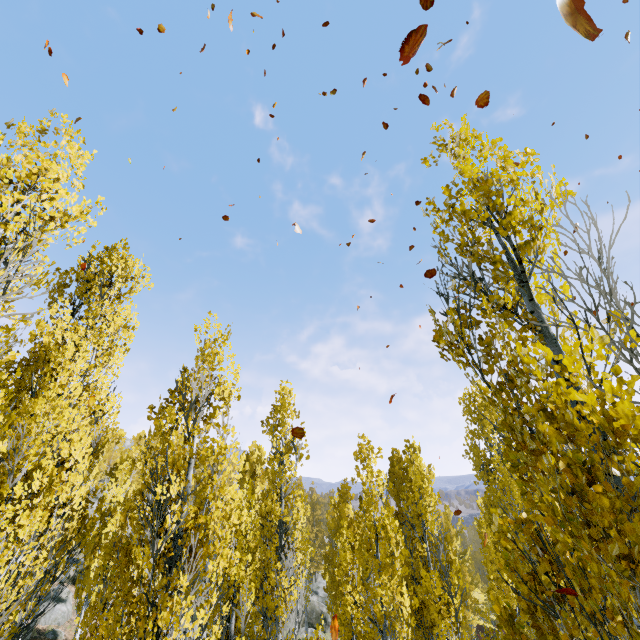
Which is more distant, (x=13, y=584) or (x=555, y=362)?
(x=13, y=584)

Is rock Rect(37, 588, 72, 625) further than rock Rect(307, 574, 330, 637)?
No

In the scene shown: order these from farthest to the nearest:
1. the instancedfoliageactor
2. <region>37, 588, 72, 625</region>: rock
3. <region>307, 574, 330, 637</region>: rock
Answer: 1. <region>307, 574, 330, 637</region>: rock
2. <region>37, 588, 72, 625</region>: rock
3. the instancedfoliageactor

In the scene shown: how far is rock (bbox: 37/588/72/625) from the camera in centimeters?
2206cm

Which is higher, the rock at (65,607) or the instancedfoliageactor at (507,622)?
the instancedfoliageactor at (507,622)

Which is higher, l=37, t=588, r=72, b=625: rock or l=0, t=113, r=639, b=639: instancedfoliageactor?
l=0, t=113, r=639, b=639: instancedfoliageactor

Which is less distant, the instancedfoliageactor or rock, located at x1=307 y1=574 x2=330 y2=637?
the instancedfoliageactor

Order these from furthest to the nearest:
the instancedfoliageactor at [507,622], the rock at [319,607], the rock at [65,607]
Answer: the rock at [319,607]
the rock at [65,607]
the instancedfoliageactor at [507,622]
